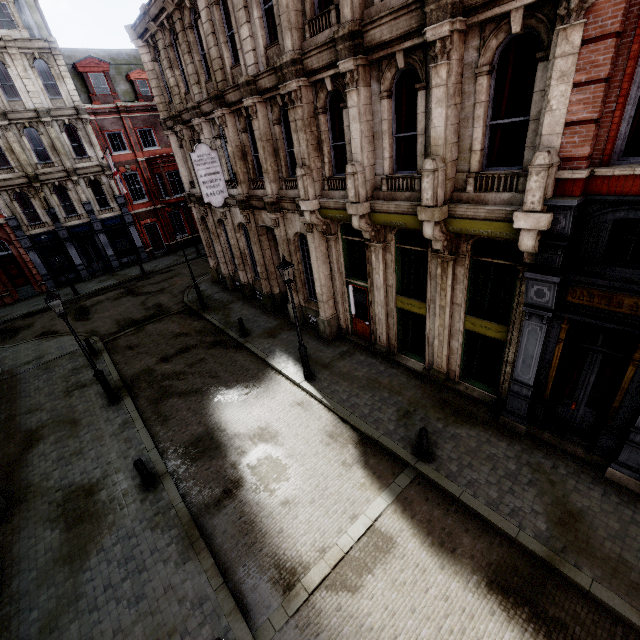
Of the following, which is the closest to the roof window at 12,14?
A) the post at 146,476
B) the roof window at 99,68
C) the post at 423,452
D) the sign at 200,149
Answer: the roof window at 99,68

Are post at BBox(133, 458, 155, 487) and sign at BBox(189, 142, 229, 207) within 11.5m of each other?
yes

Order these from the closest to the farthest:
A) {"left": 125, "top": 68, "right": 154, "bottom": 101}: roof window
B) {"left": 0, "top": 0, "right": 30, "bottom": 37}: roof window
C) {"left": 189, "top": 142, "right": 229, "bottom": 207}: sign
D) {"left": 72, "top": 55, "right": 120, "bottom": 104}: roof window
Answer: {"left": 189, "top": 142, "right": 229, "bottom": 207}: sign
{"left": 0, "top": 0, "right": 30, "bottom": 37}: roof window
{"left": 72, "top": 55, "right": 120, "bottom": 104}: roof window
{"left": 125, "top": 68, "right": 154, "bottom": 101}: roof window

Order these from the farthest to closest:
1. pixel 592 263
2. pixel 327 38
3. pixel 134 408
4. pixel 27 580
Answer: pixel 134 408, pixel 327 38, pixel 27 580, pixel 592 263

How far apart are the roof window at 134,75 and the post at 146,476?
31.5 meters

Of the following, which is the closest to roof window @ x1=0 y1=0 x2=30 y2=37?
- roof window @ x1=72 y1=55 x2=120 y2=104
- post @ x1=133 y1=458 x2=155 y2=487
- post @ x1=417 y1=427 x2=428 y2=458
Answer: roof window @ x1=72 y1=55 x2=120 y2=104

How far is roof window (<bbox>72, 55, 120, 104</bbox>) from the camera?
24.91m

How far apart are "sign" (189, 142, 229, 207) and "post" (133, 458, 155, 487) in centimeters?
1027cm
